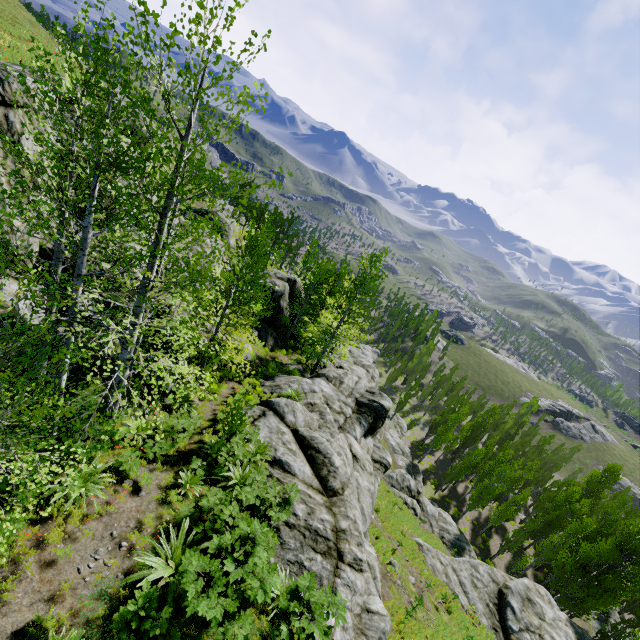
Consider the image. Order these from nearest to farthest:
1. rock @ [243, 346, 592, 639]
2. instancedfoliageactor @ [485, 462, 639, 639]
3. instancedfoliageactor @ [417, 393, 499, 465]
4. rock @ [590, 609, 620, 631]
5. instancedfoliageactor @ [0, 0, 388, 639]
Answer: instancedfoliageactor @ [0, 0, 388, 639], rock @ [243, 346, 592, 639], instancedfoliageactor @ [485, 462, 639, 639], rock @ [590, 609, 620, 631], instancedfoliageactor @ [417, 393, 499, 465]

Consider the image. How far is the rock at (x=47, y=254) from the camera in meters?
10.3

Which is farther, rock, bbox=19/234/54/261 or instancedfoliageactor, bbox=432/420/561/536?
instancedfoliageactor, bbox=432/420/561/536

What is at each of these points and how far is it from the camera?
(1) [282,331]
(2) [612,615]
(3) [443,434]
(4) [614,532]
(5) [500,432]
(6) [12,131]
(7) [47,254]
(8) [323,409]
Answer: (1) rock, 30.8 meters
(2) rock, 34.5 meters
(3) instancedfoliageactor, 44.3 meters
(4) instancedfoliageactor, 31.1 meters
(5) instancedfoliageactor, 58.0 meters
(6) rock, 9.1 meters
(7) rock, 11.2 meters
(8) rock, 17.5 meters

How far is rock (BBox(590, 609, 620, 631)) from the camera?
32.97m

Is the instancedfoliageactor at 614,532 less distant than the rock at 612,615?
Yes

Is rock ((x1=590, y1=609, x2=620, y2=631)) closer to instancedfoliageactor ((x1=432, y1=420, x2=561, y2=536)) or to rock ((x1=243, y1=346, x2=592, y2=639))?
instancedfoliageactor ((x1=432, y1=420, x2=561, y2=536))
